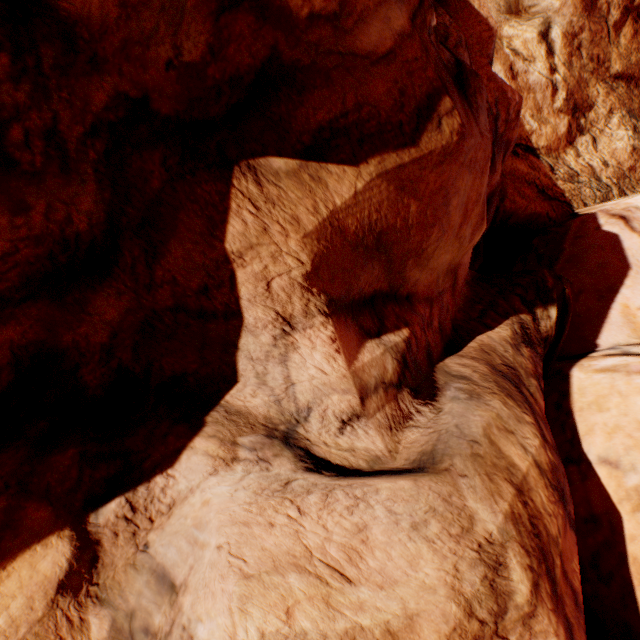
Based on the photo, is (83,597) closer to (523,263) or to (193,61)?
(193,61)
